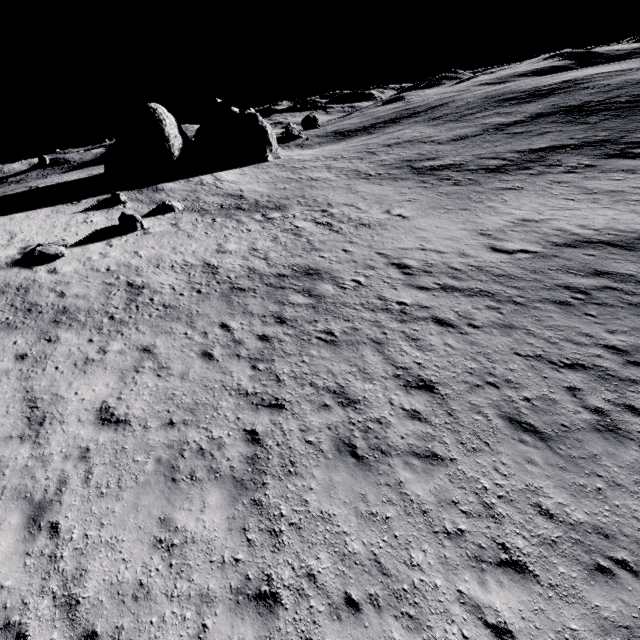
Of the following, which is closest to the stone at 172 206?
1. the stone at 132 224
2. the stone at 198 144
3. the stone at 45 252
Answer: the stone at 132 224

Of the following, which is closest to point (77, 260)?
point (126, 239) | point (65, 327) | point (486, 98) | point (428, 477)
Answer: point (126, 239)

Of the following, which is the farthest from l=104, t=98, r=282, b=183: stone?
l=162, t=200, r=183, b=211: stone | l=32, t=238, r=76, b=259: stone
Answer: l=32, t=238, r=76, b=259: stone

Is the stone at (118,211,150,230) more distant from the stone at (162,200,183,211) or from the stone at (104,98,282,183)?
the stone at (104,98,282,183)

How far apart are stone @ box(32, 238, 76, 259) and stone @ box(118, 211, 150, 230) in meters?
3.6 m

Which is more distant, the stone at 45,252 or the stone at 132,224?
the stone at 132,224

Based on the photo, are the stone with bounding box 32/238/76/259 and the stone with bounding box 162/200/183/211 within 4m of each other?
no

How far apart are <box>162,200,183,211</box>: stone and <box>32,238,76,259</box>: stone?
8.1 meters
